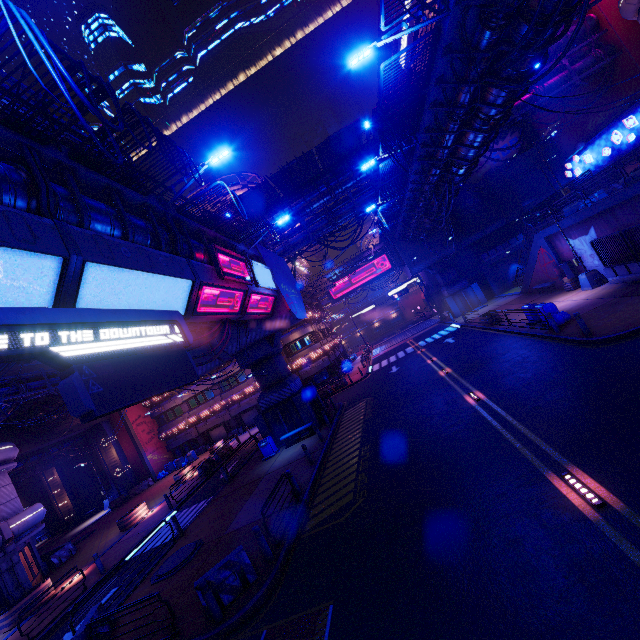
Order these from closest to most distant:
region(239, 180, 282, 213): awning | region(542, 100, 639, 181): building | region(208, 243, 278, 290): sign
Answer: region(208, 243, 278, 290): sign < region(239, 180, 282, 213): awning < region(542, 100, 639, 181): building

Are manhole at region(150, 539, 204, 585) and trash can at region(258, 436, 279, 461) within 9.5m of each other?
yes

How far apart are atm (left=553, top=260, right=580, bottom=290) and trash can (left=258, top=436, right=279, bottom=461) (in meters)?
22.80

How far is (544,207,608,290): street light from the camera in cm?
1977

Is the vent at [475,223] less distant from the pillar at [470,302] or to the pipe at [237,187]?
the pillar at [470,302]

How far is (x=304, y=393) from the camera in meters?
23.5 m

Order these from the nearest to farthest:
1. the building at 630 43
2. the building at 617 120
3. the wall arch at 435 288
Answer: the building at 630 43 < the building at 617 120 < the wall arch at 435 288

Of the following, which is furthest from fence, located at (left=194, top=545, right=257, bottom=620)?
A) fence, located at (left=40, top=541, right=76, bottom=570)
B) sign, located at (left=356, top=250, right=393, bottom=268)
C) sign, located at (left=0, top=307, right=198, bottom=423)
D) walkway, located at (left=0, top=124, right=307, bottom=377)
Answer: sign, located at (left=356, top=250, right=393, bottom=268)
